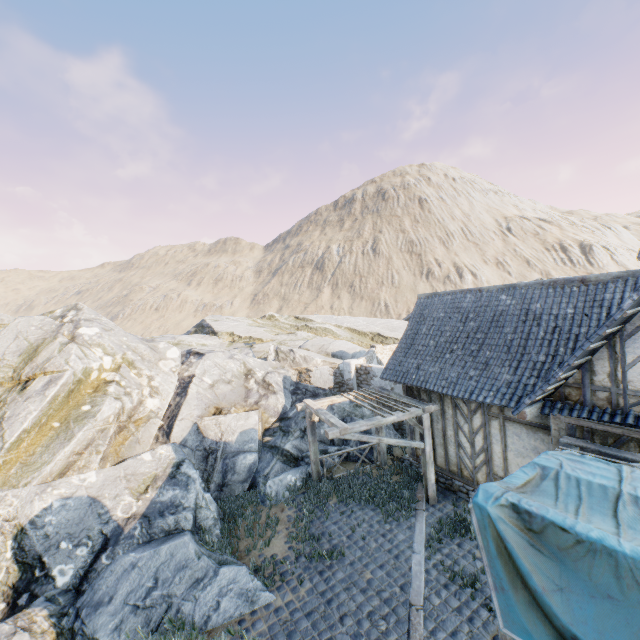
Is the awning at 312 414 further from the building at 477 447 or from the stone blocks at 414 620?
the building at 477 447

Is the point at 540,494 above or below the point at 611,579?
above

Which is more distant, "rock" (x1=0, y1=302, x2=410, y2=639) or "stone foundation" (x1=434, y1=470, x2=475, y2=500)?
"stone foundation" (x1=434, y1=470, x2=475, y2=500)

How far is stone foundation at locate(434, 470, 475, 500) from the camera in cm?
977

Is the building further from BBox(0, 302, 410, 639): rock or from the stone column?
the stone column

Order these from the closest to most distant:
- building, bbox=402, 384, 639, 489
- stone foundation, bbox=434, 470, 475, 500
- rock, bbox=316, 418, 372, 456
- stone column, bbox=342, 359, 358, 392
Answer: building, bbox=402, 384, 639, 489 → stone foundation, bbox=434, 470, 475, 500 → rock, bbox=316, 418, 372, 456 → stone column, bbox=342, 359, 358, 392

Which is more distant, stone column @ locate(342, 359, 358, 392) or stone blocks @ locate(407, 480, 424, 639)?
stone column @ locate(342, 359, 358, 392)

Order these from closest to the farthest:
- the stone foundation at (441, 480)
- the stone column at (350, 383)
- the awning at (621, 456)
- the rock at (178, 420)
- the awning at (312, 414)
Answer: the awning at (621, 456), the rock at (178, 420), the awning at (312, 414), the stone foundation at (441, 480), the stone column at (350, 383)
